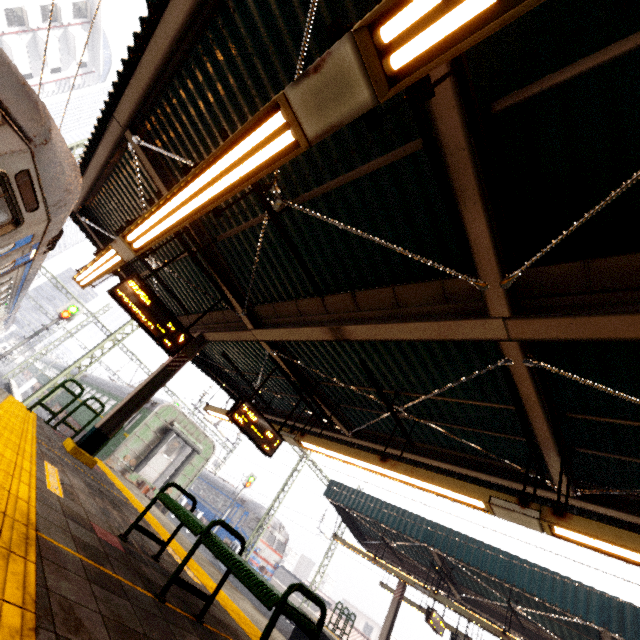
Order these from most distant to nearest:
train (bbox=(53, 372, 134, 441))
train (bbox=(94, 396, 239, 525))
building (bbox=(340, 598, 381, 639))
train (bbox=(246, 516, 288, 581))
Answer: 1. building (bbox=(340, 598, 381, 639))
2. train (bbox=(246, 516, 288, 581))
3. train (bbox=(53, 372, 134, 441))
4. train (bbox=(94, 396, 239, 525))

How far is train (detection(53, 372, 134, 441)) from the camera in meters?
18.5

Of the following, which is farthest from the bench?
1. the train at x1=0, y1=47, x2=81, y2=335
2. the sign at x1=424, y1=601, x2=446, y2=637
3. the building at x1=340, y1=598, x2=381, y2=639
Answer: the building at x1=340, y1=598, x2=381, y2=639

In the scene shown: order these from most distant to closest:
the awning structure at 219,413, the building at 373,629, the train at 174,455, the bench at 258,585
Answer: the building at 373,629 → the train at 174,455 → the awning structure at 219,413 → the bench at 258,585

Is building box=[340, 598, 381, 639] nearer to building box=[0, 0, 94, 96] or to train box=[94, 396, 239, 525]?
train box=[94, 396, 239, 525]

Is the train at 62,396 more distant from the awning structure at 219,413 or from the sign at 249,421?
the sign at 249,421

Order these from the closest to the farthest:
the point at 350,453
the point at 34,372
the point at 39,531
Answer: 1. the point at 39,531
2. the point at 350,453
3. the point at 34,372

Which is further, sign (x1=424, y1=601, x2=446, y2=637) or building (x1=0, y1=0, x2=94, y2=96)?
building (x1=0, y1=0, x2=94, y2=96)
